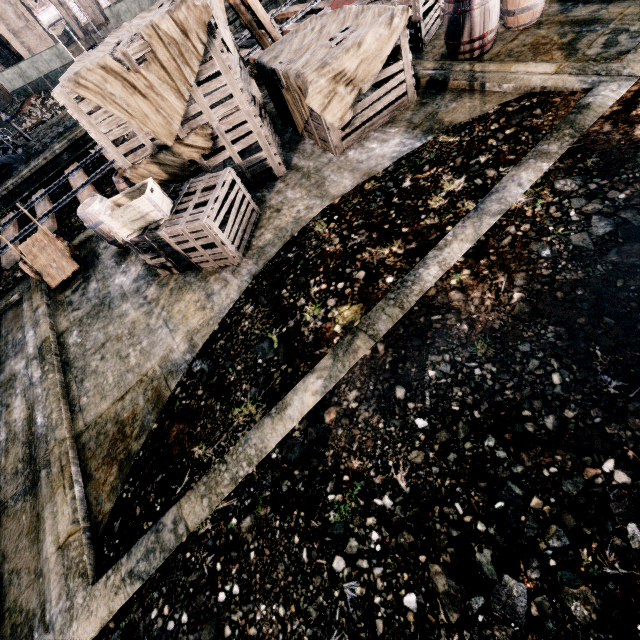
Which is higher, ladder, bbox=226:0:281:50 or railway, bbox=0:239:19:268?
ladder, bbox=226:0:281:50

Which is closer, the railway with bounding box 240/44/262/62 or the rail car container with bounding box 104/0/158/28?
the railway with bounding box 240/44/262/62

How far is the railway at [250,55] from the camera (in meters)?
14.51

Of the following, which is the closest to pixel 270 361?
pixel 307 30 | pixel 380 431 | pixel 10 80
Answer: pixel 380 431

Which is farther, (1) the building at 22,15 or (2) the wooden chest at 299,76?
(1) the building at 22,15

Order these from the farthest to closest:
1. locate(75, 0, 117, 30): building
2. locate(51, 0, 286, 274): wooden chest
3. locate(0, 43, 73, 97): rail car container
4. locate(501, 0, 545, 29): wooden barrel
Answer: locate(75, 0, 117, 30): building < locate(0, 43, 73, 97): rail car container < locate(501, 0, 545, 29): wooden barrel < locate(51, 0, 286, 274): wooden chest

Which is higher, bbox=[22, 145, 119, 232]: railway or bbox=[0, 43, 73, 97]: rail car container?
bbox=[0, 43, 73, 97]: rail car container

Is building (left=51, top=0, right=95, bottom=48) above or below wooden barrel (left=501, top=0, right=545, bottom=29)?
above
